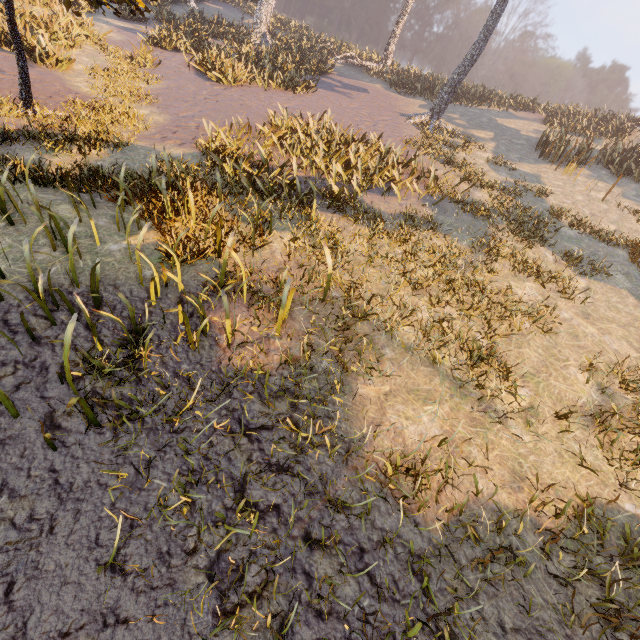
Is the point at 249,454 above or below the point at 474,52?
below
